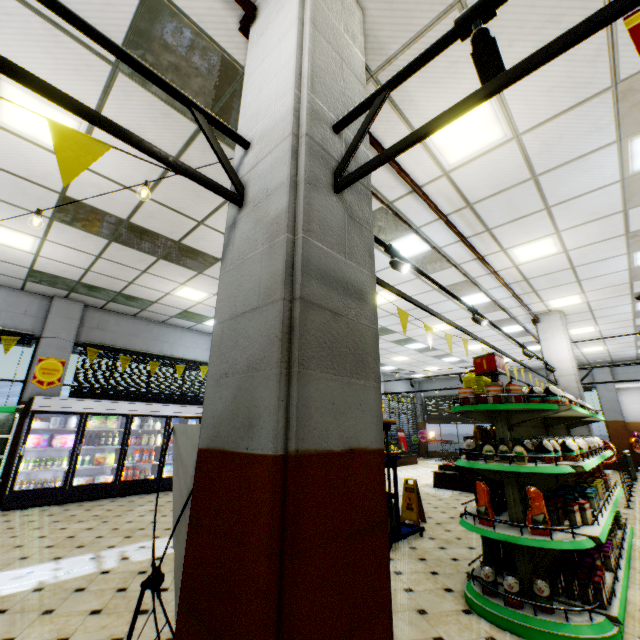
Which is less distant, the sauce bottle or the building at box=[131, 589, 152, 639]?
the building at box=[131, 589, 152, 639]

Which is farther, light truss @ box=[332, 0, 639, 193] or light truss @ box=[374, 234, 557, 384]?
light truss @ box=[374, 234, 557, 384]

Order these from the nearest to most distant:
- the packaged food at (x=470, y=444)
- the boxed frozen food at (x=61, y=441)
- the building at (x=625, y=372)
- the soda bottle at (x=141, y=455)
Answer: the packaged food at (x=470, y=444), the boxed frozen food at (x=61, y=441), the soda bottle at (x=141, y=455), the building at (x=625, y=372)

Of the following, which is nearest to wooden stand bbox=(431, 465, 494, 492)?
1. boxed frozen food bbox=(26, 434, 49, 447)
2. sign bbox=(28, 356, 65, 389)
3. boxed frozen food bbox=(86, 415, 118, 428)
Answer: boxed frozen food bbox=(86, 415, 118, 428)

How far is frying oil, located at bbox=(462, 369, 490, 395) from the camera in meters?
4.0 m

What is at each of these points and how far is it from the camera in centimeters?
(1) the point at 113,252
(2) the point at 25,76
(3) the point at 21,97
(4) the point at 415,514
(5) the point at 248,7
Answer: (1) building, 650cm
(2) light truss, 122cm
(3) building, 346cm
(4) floor stand, 600cm
(5) pipe, 249cm

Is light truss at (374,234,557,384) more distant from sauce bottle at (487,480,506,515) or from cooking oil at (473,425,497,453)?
sauce bottle at (487,480,506,515)

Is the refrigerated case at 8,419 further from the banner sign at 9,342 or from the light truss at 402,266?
the light truss at 402,266
